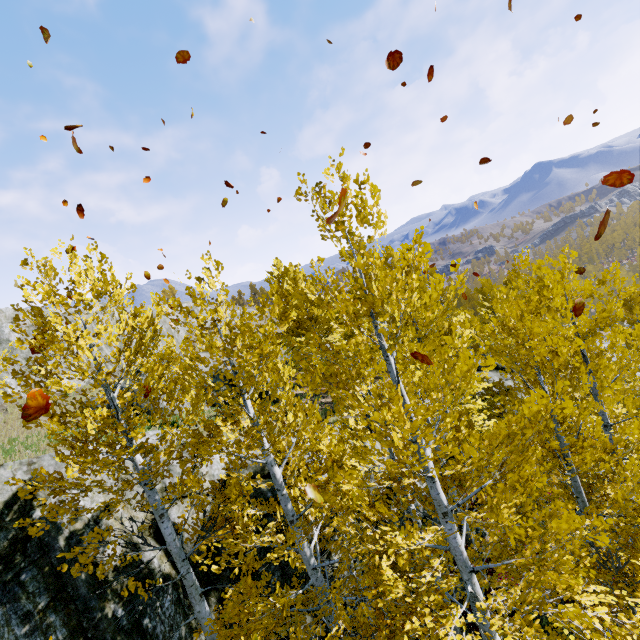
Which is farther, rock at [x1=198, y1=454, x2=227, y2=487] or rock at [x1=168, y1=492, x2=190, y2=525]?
rock at [x1=198, y1=454, x2=227, y2=487]

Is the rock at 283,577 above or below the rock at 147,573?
below

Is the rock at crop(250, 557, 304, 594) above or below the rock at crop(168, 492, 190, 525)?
below

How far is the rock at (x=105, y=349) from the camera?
26.1 meters

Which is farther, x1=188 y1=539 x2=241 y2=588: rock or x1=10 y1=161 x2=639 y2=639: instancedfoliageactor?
x1=188 y1=539 x2=241 y2=588: rock

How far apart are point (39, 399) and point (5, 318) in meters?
26.4 m

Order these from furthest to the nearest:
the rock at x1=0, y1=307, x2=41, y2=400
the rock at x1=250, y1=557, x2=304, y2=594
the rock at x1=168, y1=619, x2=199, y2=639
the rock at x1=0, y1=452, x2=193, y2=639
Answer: the rock at x1=0, y1=307, x2=41, y2=400, the rock at x1=250, y1=557, x2=304, y2=594, the rock at x1=168, y1=619, x2=199, y2=639, the rock at x1=0, y1=452, x2=193, y2=639
